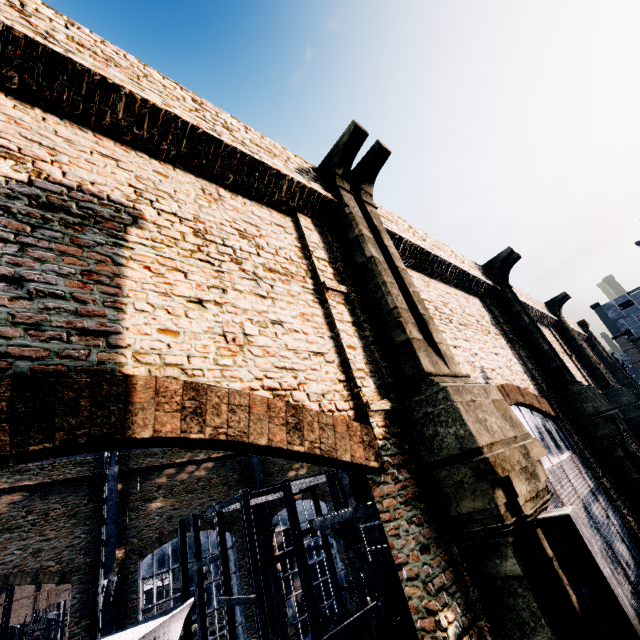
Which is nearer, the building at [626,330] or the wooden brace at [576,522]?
the wooden brace at [576,522]

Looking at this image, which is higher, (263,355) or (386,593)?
(263,355)

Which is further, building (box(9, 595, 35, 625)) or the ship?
building (box(9, 595, 35, 625))

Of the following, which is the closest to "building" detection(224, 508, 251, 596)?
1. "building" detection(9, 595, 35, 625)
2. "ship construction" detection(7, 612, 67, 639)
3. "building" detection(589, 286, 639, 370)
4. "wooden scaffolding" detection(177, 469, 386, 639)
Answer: "wooden scaffolding" detection(177, 469, 386, 639)

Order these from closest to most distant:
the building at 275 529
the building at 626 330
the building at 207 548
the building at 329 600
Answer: the building at 207 548, the building at 275 529, the building at 329 600, the building at 626 330

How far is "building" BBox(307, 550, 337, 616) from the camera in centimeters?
3136cm

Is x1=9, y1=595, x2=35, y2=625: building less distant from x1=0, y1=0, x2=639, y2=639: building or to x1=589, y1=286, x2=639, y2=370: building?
x1=0, y1=0, x2=639, y2=639: building

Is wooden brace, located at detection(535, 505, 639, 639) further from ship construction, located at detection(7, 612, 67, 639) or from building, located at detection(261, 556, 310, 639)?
ship construction, located at detection(7, 612, 67, 639)
